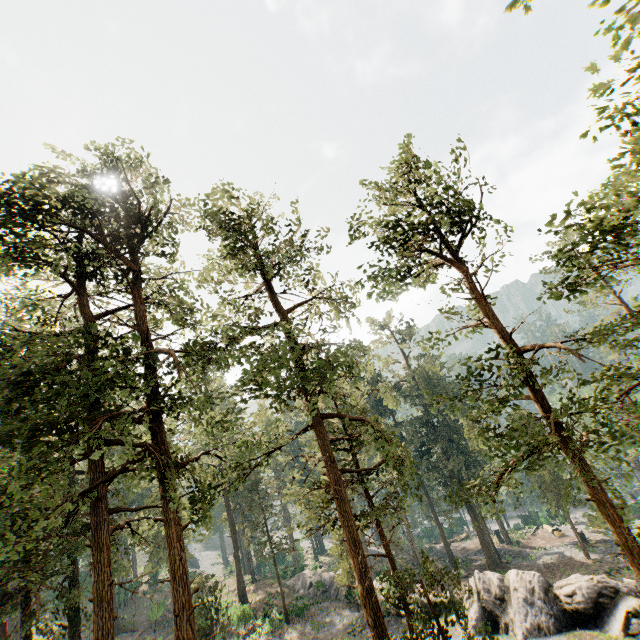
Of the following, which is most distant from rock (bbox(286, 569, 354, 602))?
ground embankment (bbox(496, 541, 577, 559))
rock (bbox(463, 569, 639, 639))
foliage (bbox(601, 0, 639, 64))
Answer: ground embankment (bbox(496, 541, 577, 559))

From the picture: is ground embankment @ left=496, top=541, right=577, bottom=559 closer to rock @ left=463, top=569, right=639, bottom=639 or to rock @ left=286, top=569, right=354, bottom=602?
rock @ left=463, top=569, right=639, bottom=639

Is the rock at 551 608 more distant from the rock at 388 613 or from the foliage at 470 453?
the foliage at 470 453

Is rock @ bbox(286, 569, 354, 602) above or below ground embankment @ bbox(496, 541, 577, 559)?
above

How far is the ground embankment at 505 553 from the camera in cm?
3979

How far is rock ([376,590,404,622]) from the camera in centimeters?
2614cm

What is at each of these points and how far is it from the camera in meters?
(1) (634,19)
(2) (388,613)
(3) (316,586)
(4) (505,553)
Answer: (1) foliage, 4.2 m
(2) rock, 26.9 m
(3) rock, 36.5 m
(4) ground embankment, 43.1 m
